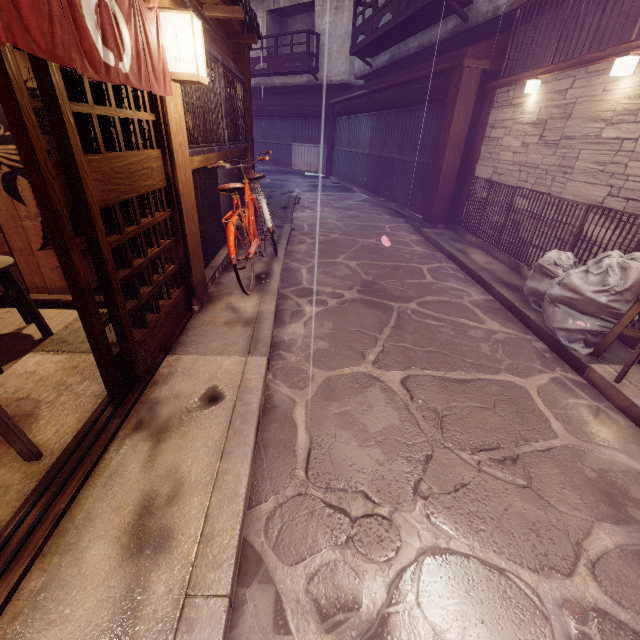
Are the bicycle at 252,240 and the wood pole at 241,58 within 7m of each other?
yes

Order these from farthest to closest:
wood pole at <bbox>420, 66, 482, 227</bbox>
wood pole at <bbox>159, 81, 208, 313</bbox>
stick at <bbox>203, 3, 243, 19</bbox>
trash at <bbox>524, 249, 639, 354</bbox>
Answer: wood pole at <bbox>420, 66, 482, 227</bbox>
stick at <bbox>203, 3, 243, 19</bbox>
trash at <bbox>524, 249, 639, 354</bbox>
wood pole at <bbox>159, 81, 208, 313</bbox>

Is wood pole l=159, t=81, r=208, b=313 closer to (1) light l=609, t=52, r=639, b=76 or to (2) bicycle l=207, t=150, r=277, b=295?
(2) bicycle l=207, t=150, r=277, b=295

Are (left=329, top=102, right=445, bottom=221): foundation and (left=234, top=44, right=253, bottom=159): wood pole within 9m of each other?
yes

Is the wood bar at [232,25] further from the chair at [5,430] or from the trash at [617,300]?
the trash at [617,300]

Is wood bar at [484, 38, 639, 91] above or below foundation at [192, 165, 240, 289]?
above

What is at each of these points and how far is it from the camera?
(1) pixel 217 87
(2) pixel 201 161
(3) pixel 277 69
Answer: (1) window grill, 8.0m
(2) wood bar, 7.0m
(3) terrace, 31.8m

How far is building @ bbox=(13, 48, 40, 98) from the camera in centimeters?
479cm
